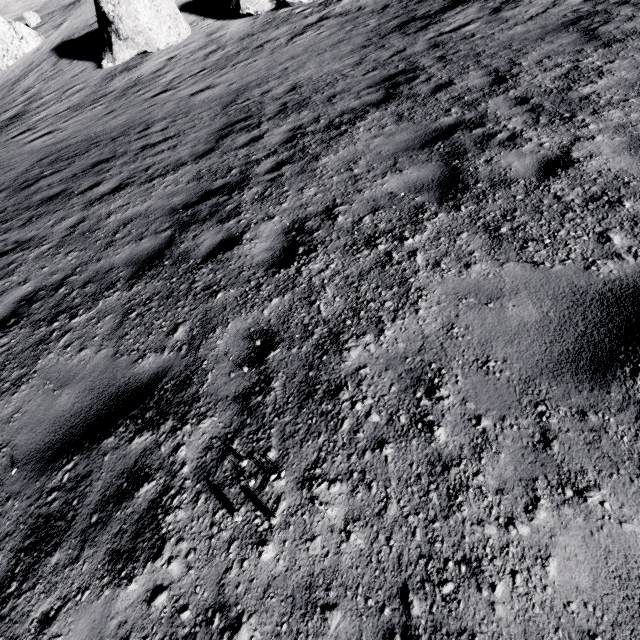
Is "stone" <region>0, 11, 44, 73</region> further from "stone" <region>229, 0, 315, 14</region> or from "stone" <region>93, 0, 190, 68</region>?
"stone" <region>229, 0, 315, 14</region>

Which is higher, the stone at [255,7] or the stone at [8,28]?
the stone at [8,28]

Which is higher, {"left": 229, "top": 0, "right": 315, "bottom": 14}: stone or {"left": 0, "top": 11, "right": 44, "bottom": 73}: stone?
{"left": 0, "top": 11, "right": 44, "bottom": 73}: stone

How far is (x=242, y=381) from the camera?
2.7 meters

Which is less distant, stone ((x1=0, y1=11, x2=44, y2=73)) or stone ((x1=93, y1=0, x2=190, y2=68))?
stone ((x1=93, y1=0, x2=190, y2=68))

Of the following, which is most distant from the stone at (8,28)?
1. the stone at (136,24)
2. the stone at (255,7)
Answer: the stone at (255,7)
